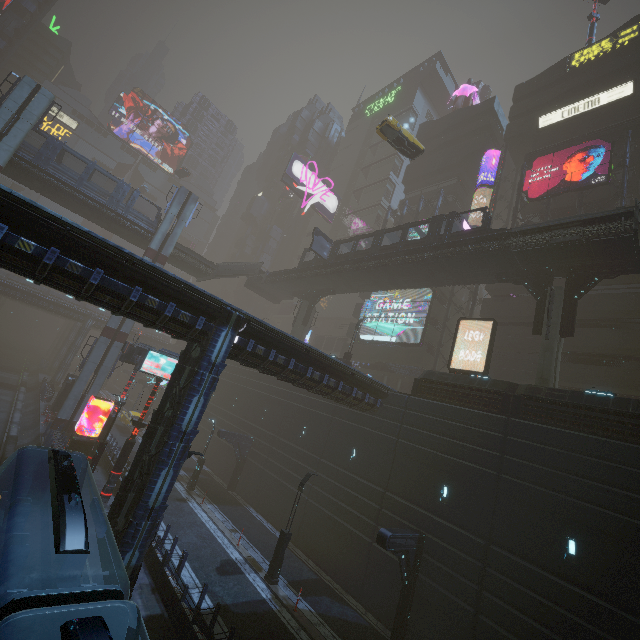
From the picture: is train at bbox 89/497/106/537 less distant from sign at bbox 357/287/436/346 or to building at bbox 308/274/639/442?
building at bbox 308/274/639/442

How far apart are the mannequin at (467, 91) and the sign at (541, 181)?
22.6m

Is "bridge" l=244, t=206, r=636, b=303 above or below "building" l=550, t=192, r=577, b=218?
below

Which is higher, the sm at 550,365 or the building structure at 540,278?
the building structure at 540,278

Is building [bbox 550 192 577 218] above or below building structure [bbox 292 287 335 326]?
above

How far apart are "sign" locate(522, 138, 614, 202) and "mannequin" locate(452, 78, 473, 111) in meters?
22.6 m

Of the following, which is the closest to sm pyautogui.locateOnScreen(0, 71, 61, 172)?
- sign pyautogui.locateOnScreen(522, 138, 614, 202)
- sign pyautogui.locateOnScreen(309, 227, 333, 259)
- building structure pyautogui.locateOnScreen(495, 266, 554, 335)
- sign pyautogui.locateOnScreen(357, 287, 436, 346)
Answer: sign pyautogui.locateOnScreen(309, 227, 333, 259)

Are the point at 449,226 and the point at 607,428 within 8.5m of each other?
no
